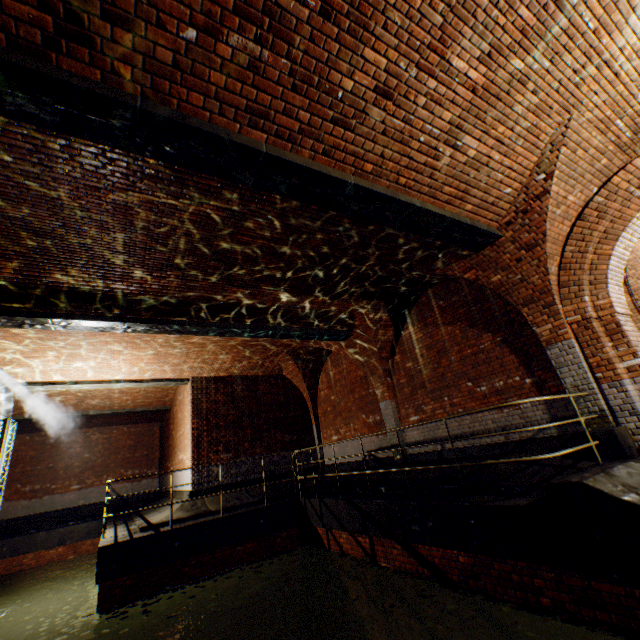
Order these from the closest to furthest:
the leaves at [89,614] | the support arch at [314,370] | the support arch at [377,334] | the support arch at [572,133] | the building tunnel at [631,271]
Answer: the support arch at [572,133], the leaves at [89,614], the building tunnel at [631,271], the support arch at [377,334], the support arch at [314,370]

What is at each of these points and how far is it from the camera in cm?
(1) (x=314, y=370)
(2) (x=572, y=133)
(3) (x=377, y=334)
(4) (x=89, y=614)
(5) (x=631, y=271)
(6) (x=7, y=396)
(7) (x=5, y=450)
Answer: (1) support arch, 1326
(2) support arch, 464
(3) support arch, 962
(4) leaves, 664
(5) building tunnel, 852
(6) pipe, 900
(7) pipe frame, 853

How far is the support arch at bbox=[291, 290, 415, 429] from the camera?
8.92m

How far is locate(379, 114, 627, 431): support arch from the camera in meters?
5.0

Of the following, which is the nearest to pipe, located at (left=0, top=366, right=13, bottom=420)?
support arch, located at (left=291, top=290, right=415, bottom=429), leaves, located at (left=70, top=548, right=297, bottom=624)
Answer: leaves, located at (left=70, top=548, right=297, bottom=624)

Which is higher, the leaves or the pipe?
the pipe

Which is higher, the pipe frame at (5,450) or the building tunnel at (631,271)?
the building tunnel at (631,271)

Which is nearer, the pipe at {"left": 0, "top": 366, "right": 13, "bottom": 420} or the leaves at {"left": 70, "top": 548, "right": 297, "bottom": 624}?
the leaves at {"left": 70, "top": 548, "right": 297, "bottom": 624}
